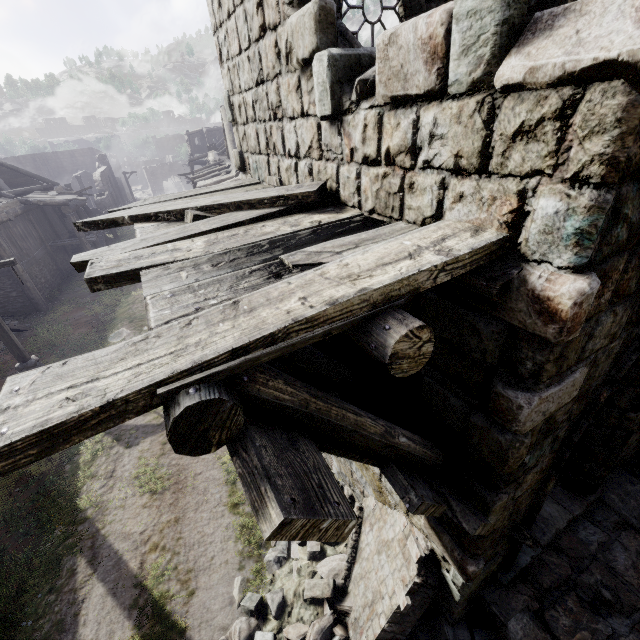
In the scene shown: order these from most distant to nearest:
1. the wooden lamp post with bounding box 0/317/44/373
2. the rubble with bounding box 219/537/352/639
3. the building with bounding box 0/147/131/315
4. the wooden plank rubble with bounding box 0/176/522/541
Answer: the building with bounding box 0/147/131/315 → the wooden lamp post with bounding box 0/317/44/373 → the rubble with bounding box 219/537/352/639 → the wooden plank rubble with bounding box 0/176/522/541

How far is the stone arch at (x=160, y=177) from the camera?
55.9m

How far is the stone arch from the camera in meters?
55.9

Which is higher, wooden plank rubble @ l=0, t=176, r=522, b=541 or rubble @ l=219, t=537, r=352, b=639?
wooden plank rubble @ l=0, t=176, r=522, b=541

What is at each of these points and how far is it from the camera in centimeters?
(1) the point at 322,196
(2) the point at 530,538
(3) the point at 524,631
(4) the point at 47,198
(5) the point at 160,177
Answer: (1) wooden plank rubble, 334cm
(2) wooden plank rubble, 351cm
(3) building, 398cm
(4) building, 2008cm
(5) stone arch, 5688cm

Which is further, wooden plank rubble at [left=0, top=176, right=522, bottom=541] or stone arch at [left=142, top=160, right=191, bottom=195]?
stone arch at [left=142, top=160, right=191, bottom=195]

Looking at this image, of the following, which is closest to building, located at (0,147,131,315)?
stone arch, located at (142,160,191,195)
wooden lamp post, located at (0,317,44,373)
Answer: wooden lamp post, located at (0,317,44,373)

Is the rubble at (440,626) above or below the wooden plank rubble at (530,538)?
below
